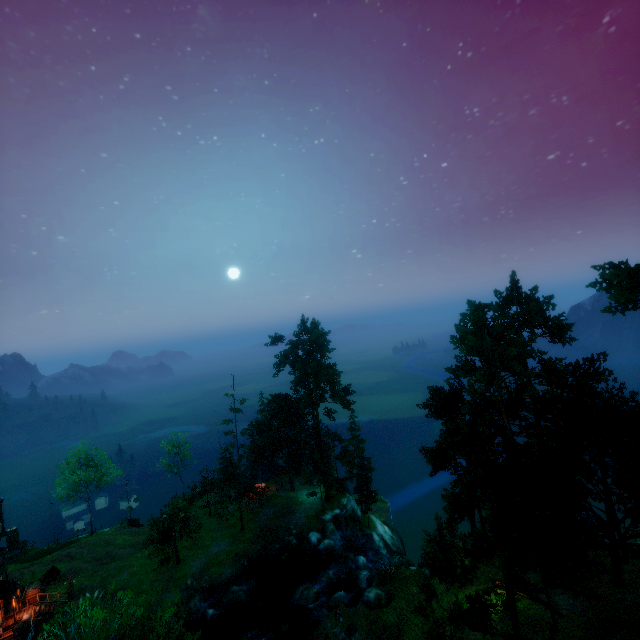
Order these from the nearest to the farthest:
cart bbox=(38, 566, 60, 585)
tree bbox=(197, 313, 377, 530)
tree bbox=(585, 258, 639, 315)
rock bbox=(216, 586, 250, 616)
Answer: tree bbox=(585, 258, 639, 315) < rock bbox=(216, 586, 250, 616) < cart bbox=(38, 566, 60, 585) < tree bbox=(197, 313, 377, 530)

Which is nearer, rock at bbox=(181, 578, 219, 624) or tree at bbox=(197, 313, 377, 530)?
rock at bbox=(181, 578, 219, 624)

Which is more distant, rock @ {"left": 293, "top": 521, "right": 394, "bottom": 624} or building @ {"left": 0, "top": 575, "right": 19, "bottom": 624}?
building @ {"left": 0, "top": 575, "right": 19, "bottom": 624}

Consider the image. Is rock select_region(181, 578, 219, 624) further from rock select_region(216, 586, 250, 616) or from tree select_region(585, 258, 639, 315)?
tree select_region(585, 258, 639, 315)

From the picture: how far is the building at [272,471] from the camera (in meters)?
47.67

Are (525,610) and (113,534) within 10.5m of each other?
no

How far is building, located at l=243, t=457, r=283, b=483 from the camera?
47.67m

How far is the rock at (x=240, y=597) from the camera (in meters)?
31.64
